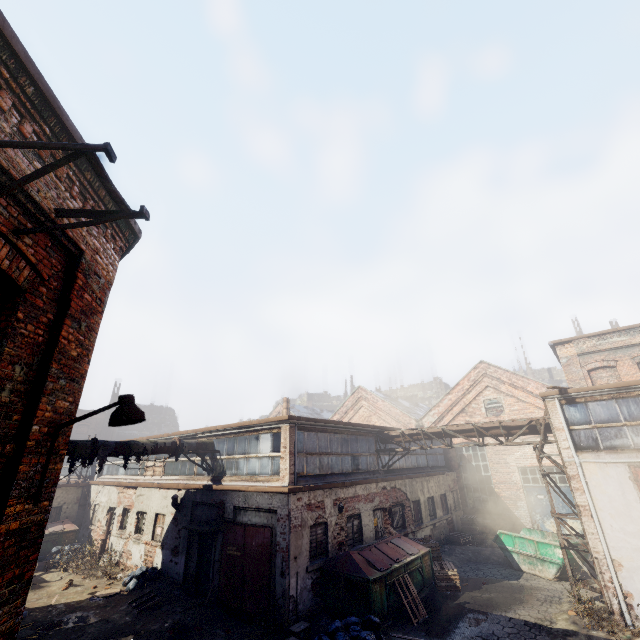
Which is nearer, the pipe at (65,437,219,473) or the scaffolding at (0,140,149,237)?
the scaffolding at (0,140,149,237)

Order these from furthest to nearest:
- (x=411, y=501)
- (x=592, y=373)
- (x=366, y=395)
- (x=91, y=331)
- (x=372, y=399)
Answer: (x=366, y=395), (x=372, y=399), (x=592, y=373), (x=411, y=501), (x=91, y=331)

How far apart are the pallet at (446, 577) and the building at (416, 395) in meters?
45.3 m

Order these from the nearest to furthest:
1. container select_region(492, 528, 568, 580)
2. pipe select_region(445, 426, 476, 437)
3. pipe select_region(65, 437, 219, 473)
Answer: pipe select_region(65, 437, 219, 473) → container select_region(492, 528, 568, 580) → pipe select_region(445, 426, 476, 437)

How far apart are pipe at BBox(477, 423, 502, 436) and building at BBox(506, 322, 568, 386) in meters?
44.2 m

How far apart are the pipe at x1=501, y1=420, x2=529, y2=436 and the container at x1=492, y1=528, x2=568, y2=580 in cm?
446

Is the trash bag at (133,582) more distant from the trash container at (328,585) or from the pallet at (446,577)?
the pallet at (446,577)

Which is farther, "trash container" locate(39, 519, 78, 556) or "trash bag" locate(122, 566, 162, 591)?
"trash container" locate(39, 519, 78, 556)
